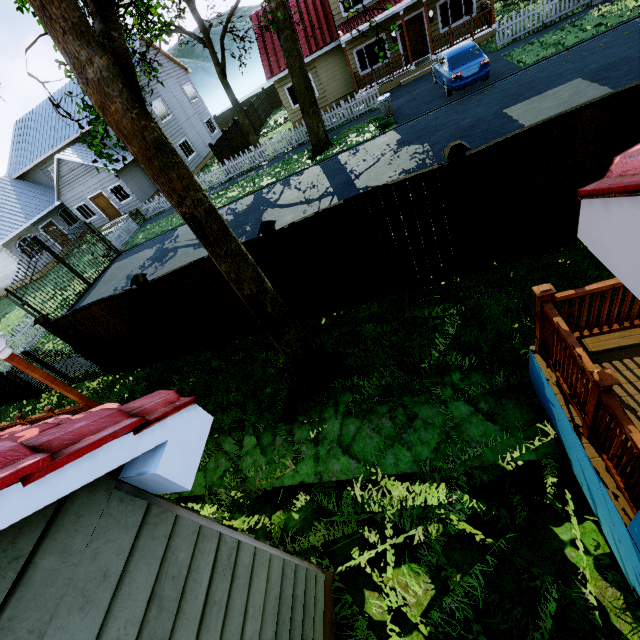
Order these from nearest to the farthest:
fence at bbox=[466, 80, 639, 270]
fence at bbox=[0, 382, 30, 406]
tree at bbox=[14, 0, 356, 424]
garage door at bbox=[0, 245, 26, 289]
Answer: tree at bbox=[14, 0, 356, 424], fence at bbox=[466, 80, 639, 270], fence at bbox=[0, 382, 30, 406], garage door at bbox=[0, 245, 26, 289]

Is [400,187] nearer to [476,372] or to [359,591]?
[476,372]

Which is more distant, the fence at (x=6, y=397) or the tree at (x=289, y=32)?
the tree at (x=289, y=32)

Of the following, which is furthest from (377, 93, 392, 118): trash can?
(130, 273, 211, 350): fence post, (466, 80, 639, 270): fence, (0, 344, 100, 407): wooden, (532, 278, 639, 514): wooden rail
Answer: (0, 344, 100, 407): wooden

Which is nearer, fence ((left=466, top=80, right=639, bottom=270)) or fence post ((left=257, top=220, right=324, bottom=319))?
fence ((left=466, top=80, right=639, bottom=270))

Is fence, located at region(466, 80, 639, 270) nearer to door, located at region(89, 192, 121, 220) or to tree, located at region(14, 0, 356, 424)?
tree, located at region(14, 0, 356, 424)

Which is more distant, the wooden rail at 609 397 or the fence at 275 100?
the fence at 275 100

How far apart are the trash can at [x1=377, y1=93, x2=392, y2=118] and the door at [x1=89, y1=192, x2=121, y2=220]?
22.10m
